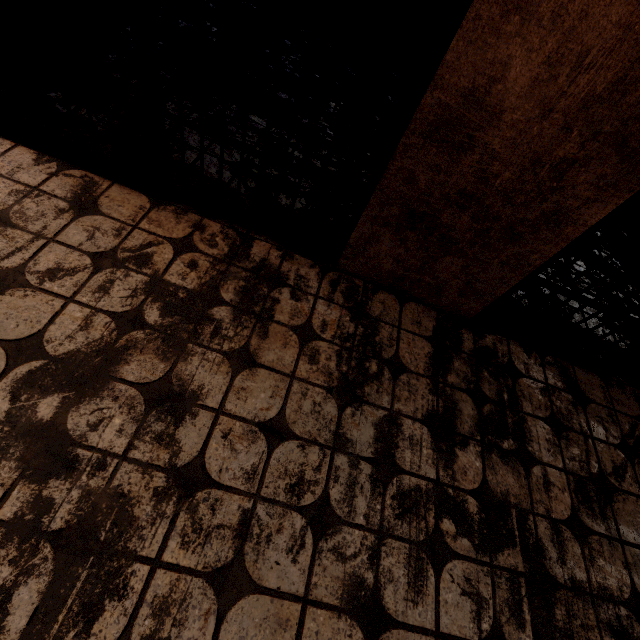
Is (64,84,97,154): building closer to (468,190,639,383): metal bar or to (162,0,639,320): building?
(162,0,639,320): building

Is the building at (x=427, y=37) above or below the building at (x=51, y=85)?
above

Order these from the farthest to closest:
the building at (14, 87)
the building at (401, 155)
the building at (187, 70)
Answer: the building at (187, 70), the building at (14, 87), the building at (401, 155)

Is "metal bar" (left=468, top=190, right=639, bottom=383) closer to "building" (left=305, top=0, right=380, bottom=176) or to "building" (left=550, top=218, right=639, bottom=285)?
"building" (left=550, top=218, right=639, bottom=285)

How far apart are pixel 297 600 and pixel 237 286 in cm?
130

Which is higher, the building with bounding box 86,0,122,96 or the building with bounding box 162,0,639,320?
the building with bounding box 162,0,639,320

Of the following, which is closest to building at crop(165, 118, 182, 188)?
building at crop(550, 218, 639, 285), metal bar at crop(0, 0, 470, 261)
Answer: metal bar at crop(0, 0, 470, 261)

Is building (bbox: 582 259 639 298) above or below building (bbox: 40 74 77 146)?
above
